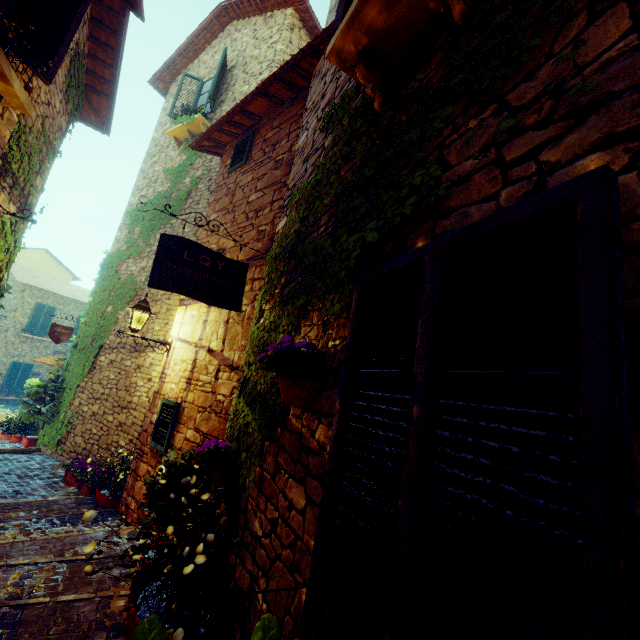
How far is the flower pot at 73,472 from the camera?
5.33m

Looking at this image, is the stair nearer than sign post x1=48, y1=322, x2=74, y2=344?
Yes

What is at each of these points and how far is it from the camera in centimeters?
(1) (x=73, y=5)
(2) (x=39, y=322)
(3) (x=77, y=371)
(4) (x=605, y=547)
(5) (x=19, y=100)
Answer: (1) window, 360cm
(2) window, 2014cm
(3) vines, 856cm
(4) window, 62cm
(5) window sill, 298cm

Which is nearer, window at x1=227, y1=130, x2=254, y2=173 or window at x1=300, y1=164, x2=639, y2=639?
window at x1=300, y1=164, x2=639, y2=639

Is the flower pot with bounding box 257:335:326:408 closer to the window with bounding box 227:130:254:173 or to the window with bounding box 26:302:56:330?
the window with bounding box 227:130:254:173

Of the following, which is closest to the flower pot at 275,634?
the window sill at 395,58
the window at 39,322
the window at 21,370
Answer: the window sill at 395,58

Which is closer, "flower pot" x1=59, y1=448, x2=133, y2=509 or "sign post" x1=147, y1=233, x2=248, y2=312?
"sign post" x1=147, y1=233, x2=248, y2=312

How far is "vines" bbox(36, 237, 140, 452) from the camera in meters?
8.2
